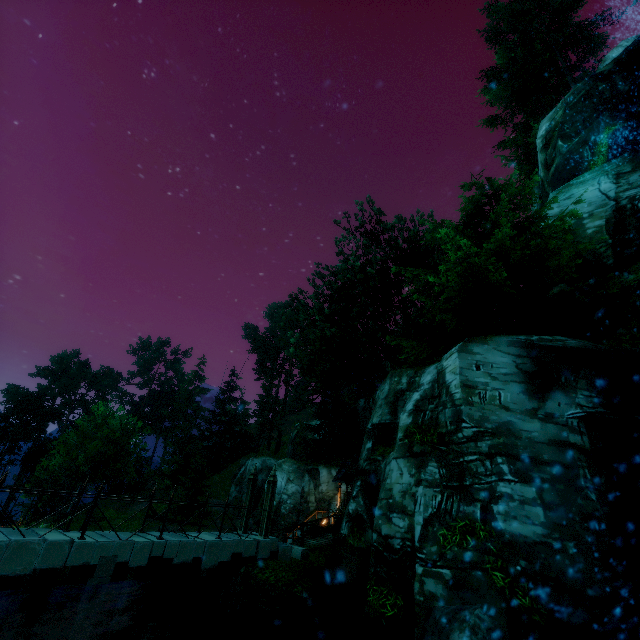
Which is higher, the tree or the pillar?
the tree

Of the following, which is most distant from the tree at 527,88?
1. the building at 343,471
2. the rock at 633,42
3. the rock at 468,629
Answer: the rock at 468,629

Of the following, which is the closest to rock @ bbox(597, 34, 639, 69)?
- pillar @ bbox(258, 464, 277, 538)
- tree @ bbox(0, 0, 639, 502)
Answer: tree @ bbox(0, 0, 639, 502)

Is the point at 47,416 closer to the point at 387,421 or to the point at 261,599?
the point at 261,599

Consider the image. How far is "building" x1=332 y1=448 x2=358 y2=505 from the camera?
21.9 meters

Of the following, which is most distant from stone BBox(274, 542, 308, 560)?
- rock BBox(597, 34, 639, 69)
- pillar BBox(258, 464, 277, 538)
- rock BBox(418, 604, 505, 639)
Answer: rock BBox(597, 34, 639, 69)

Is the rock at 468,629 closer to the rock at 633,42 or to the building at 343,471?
the building at 343,471

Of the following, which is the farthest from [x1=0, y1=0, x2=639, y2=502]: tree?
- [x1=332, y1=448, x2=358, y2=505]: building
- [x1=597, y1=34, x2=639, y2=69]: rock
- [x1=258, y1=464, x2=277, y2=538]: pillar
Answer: [x1=258, y1=464, x2=277, y2=538]: pillar
